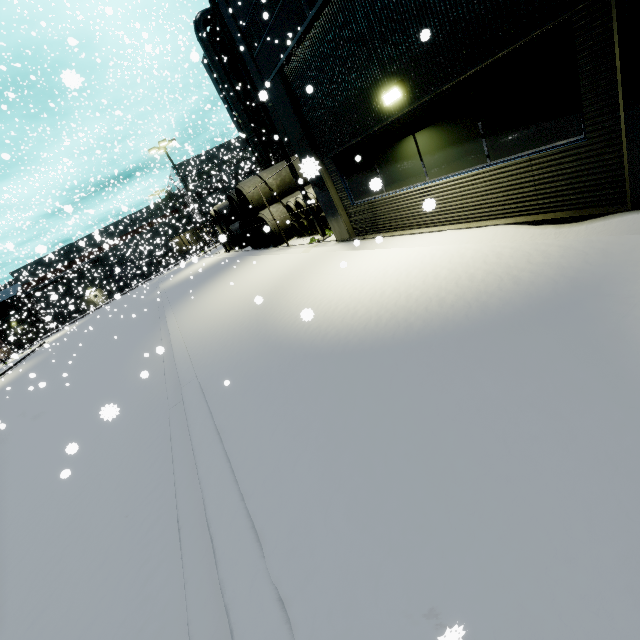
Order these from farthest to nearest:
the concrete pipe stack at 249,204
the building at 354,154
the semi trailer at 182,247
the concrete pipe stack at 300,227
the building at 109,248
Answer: the semi trailer at 182,247
the building at 109,248
the concrete pipe stack at 249,204
the concrete pipe stack at 300,227
the building at 354,154

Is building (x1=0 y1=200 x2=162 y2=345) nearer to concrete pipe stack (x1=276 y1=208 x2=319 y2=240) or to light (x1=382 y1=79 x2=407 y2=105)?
light (x1=382 y1=79 x2=407 y2=105)

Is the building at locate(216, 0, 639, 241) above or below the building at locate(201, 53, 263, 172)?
below

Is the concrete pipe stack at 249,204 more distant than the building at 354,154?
Yes

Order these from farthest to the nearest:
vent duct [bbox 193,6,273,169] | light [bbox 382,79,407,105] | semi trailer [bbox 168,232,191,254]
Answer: semi trailer [bbox 168,232,191,254], vent duct [bbox 193,6,273,169], light [bbox 382,79,407,105]

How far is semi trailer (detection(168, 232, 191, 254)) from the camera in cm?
3813

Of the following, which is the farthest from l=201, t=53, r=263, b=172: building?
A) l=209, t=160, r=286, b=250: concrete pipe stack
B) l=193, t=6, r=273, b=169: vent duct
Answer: l=209, t=160, r=286, b=250: concrete pipe stack

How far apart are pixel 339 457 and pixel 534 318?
2.4 meters
